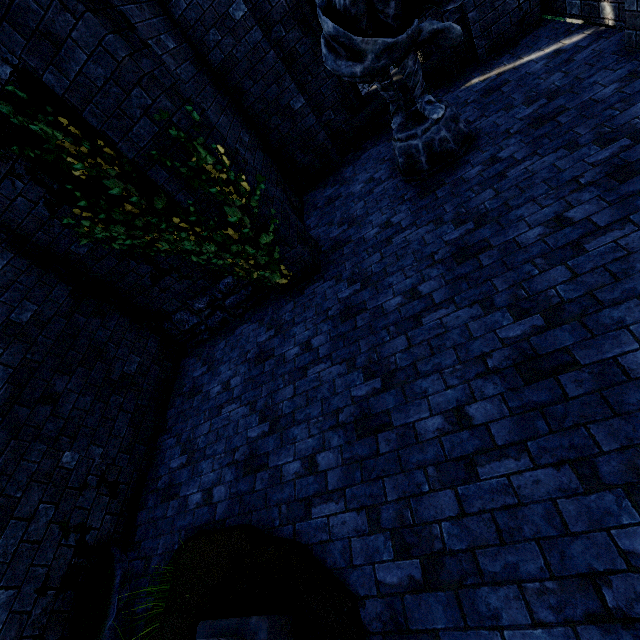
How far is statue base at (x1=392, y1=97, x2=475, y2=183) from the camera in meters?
4.3 m

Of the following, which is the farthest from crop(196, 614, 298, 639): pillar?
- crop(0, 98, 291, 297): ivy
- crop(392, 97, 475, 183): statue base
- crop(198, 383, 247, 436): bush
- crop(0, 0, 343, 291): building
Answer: crop(392, 97, 475, 183): statue base

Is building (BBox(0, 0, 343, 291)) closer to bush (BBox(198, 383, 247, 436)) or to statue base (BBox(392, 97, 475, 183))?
bush (BBox(198, 383, 247, 436))

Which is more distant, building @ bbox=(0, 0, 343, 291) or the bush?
the bush

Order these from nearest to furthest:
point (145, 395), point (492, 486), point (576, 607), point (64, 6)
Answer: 1. point (576, 607)
2. point (492, 486)
3. point (64, 6)
4. point (145, 395)

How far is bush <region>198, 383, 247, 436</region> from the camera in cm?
428

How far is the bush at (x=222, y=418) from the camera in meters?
4.3

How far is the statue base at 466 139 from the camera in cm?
434
